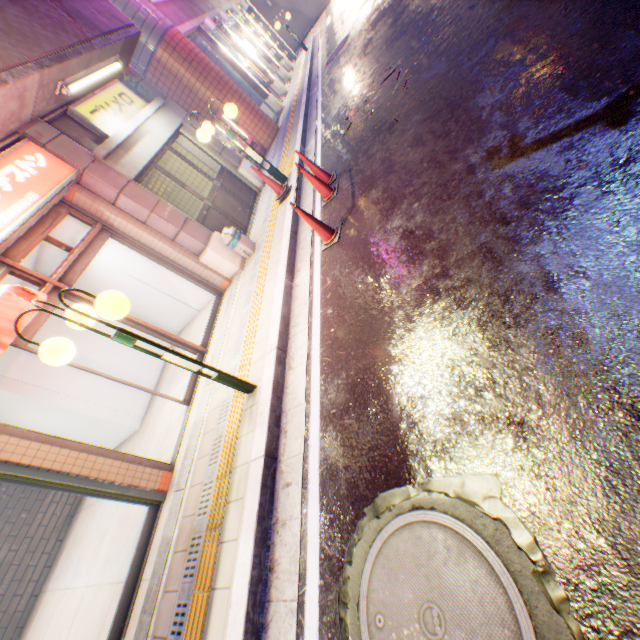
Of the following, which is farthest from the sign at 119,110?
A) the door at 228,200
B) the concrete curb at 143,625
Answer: the concrete curb at 143,625

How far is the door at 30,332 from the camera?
4.44m

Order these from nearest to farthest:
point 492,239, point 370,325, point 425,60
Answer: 1. point 492,239
2. point 370,325
3. point 425,60

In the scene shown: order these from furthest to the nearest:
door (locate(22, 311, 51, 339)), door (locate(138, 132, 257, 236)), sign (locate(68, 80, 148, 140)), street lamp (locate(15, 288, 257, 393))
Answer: door (locate(138, 132, 257, 236)) → sign (locate(68, 80, 148, 140)) → door (locate(22, 311, 51, 339)) → street lamp (locate(15, 288, 257, 393))

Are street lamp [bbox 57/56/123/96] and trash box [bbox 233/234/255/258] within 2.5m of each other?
no

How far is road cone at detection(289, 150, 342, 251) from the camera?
4.71m

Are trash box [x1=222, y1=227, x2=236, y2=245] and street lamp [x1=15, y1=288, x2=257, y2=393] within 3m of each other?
no

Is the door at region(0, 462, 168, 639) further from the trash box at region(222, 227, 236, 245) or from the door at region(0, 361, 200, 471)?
the trash box at region(222, 227, 236, 245)
